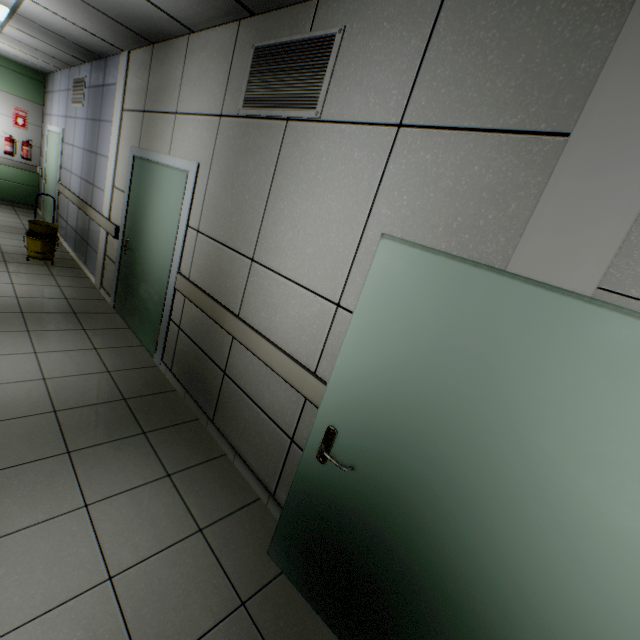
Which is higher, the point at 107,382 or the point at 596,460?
the point at 596,460

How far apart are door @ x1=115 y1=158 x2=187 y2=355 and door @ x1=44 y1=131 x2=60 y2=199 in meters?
4.5

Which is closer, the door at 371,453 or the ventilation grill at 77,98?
the door at 371,453

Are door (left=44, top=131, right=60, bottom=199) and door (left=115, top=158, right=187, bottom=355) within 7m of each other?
yes

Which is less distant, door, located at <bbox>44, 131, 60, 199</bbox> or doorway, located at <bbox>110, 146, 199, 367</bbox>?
doorway, located at <bbox>110, 146, 199, 367</bbox>

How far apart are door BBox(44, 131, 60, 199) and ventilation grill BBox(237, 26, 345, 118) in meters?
6.8 m

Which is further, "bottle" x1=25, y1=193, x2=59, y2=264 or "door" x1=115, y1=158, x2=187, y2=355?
"bottle" x1=25, y1=193, x2=59, y2=264

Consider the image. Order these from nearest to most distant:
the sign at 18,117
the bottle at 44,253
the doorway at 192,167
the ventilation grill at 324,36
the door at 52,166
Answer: the ventilation grill at 324,36 < the doorway at 192,167 < the bottle at 44,253 < the door at 52,166 < the sign at 18,117
